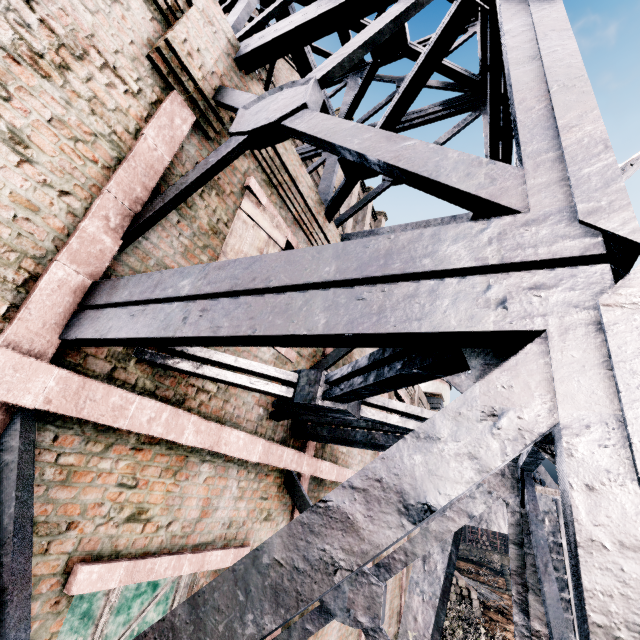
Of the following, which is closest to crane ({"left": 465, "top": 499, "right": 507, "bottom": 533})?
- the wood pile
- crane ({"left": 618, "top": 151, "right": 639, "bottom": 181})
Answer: crane ({"left": 618, "top": 151, "right": 639, "bottom": 181})

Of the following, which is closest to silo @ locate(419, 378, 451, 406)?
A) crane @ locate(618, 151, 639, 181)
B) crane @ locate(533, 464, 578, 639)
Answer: crane @ locate(533, 464, 578, 639)

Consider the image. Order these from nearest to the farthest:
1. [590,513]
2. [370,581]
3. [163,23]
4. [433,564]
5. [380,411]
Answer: [590,513]
[163,23]
[370,581]
[433,564]
[380,411]

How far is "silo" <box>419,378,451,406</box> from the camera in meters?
19.5

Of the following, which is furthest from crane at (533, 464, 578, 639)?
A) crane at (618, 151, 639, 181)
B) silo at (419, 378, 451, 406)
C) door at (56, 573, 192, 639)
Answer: silo at (419, 378, 451, 406)

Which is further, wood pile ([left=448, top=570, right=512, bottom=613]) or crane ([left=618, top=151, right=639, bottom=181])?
wood pile ([left=448, top=570, right=512, bottom=613])

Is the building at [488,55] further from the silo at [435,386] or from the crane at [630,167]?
the crane at [630,167]

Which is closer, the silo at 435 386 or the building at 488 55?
the building at 488 55
